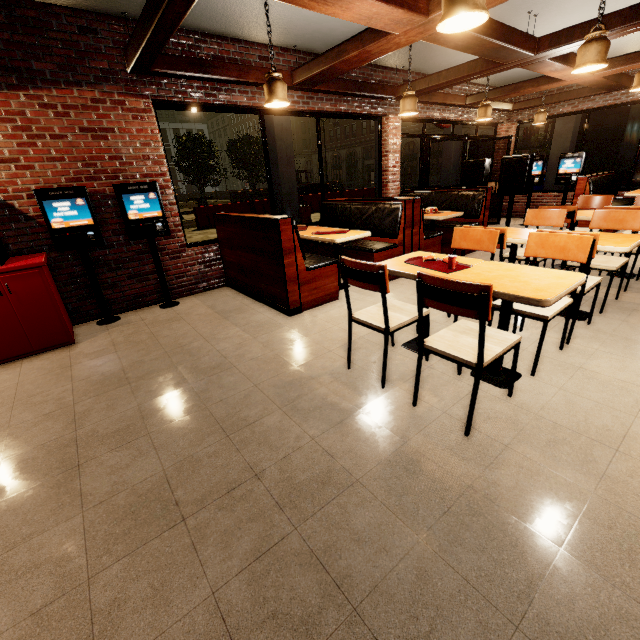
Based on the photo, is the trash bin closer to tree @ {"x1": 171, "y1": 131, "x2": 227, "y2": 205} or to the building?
the building

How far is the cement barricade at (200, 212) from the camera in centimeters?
1385cm

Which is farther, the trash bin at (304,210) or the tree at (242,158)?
the tree at (242,158)

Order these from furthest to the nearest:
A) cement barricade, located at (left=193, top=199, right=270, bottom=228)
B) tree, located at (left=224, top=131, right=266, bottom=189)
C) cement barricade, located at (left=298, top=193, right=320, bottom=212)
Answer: tree, located at (left=224, top=131, right=266, bottom=189) → cement barricade, located at (left=298, top=193, right=320, bottom=212) → cement barricade, located at (left=193, top=199, right=270, bottom=228)

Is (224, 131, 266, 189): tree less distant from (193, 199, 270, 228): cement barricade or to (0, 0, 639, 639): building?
(0, 0, 639, 639): building

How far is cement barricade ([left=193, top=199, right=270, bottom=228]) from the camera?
13.9 meters

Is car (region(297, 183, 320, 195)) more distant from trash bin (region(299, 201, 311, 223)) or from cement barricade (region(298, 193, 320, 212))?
trash bin (region(299, 201, 311, 223))

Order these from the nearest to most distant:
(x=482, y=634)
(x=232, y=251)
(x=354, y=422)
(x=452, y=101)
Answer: (x=482, y=634), (x=354, y=422), (x=232, y=251), (x=452, y=101)
